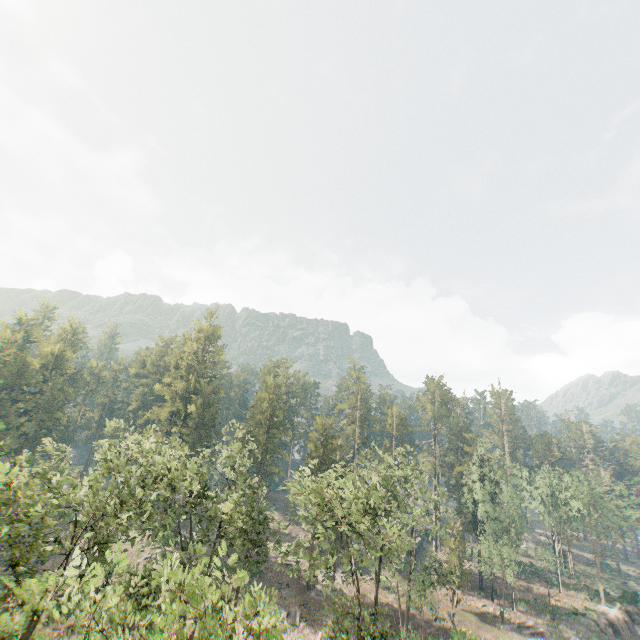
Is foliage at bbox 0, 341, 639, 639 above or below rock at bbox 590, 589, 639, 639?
above

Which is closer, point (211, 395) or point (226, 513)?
point (226, 513)

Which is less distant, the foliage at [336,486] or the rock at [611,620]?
the foliage at [336,486]

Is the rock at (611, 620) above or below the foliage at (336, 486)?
below

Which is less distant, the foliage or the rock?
the foliage
